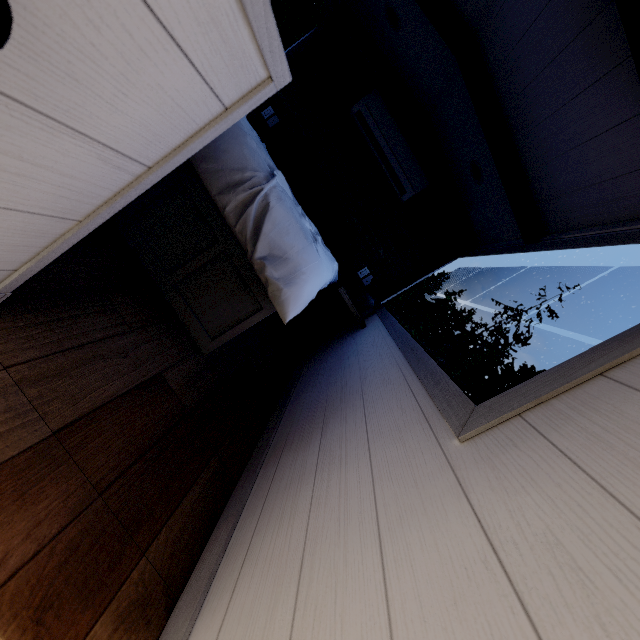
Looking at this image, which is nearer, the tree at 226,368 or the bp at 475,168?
the tree at 226,368

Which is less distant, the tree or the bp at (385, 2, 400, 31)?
the tree

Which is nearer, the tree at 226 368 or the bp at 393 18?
the tree at 226 368

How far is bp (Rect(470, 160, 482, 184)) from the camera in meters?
2.7

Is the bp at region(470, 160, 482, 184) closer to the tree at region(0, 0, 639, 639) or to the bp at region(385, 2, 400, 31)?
the tree at region(0, 0, 639, 639)

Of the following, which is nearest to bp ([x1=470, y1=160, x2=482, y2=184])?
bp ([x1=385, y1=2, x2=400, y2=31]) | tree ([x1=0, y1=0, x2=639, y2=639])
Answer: tree ([x1=0, y1=0, x2=639, y2=639])

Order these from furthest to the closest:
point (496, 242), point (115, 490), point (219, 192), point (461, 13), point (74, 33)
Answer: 1. point (496, 242)
2. point (461, 13)
3. point (219, 192)
4. point (115, 490)
5. point (74, 33)
